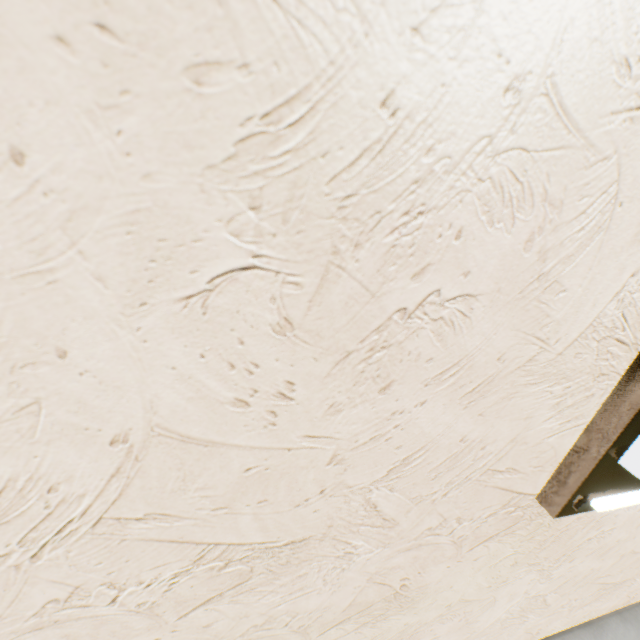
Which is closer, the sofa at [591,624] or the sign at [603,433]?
the sign at [603,433]

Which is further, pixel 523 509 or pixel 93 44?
pixel 523 509

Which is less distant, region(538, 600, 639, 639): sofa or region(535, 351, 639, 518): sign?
region(535, 351, 639, 518): sign

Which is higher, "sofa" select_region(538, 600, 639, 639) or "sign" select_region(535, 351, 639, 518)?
"sign" select_region(535, 351, 639, 518)

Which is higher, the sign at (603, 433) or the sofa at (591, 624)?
the sign at (603, 433)
